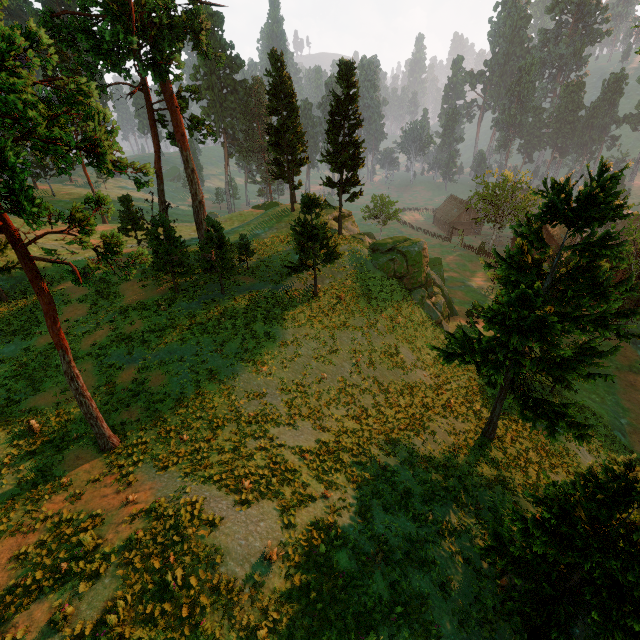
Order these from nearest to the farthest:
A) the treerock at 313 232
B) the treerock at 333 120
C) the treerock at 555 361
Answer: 1. the treerock at 555 361
2. the treerock at 313 232
3. the treerock at 333 120

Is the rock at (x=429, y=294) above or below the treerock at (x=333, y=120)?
below

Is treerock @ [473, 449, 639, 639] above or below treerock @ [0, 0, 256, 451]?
below

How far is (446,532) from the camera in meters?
13.8 m

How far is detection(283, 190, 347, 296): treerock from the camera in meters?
24.3 m

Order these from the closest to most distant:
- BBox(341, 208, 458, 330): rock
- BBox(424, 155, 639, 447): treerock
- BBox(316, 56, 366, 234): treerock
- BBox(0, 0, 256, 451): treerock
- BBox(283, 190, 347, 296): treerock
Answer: BBox(0, 0, 256, 451): treerock
BBox(424, 155, 639, 447): treerock
BBox(283, 190, 347, 296): treerock
BBox(316, 56, 366, 234): treerock
BBox(341, 208, 458, 330): rock
